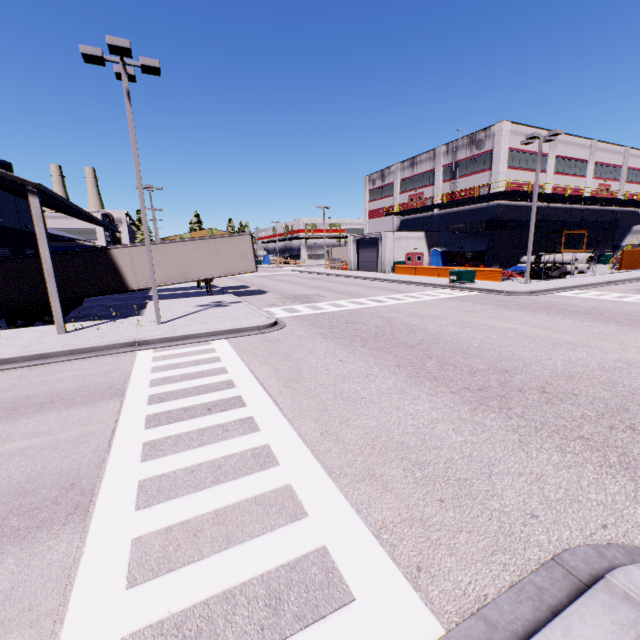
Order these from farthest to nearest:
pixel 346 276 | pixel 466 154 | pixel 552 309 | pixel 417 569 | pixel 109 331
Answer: pixel 346 276, pixel 466 154, pixel 552 309, pixel 109 331, pixel 417 569

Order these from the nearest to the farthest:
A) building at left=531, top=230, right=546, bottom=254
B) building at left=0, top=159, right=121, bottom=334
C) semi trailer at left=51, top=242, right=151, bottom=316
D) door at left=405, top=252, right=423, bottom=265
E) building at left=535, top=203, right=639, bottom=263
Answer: building at left=0, top=159, right=121, bottom=334 → semi trailer at left=51, top=242, right=151, bottom=316 → building at left=531, top=230, right=546, bottom=254 → building at left=535, top=203, right=639, bottom=263 → door at left=405, top=252, right=423, bottom=265

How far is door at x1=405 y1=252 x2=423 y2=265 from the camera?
39.8m

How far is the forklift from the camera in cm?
2694

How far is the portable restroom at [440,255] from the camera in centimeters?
3922cm

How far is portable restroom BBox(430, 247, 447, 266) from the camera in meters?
39.2

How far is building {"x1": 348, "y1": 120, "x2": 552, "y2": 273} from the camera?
33.4m

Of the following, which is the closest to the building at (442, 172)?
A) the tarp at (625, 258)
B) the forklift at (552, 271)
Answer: the tarp at (625, 258)
